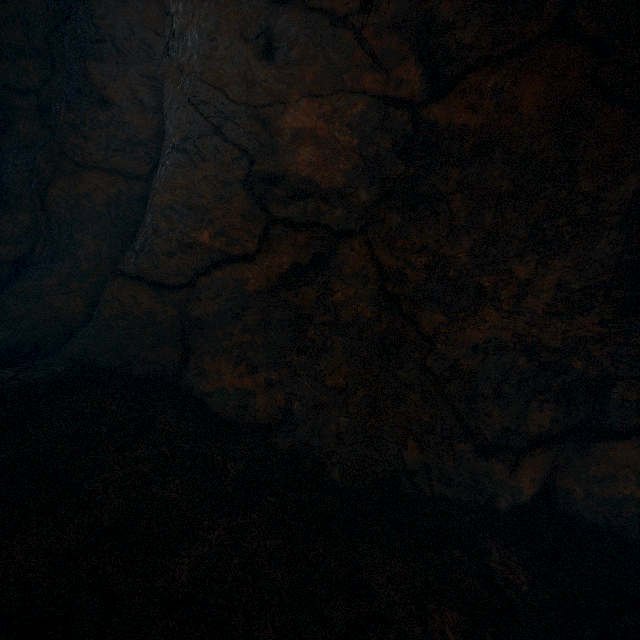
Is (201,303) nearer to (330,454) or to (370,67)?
(330,454)
